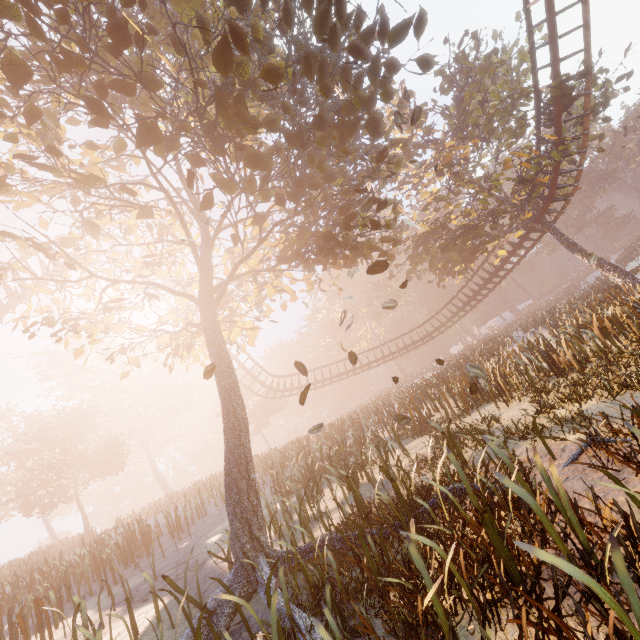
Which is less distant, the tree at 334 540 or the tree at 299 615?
the tree at 299 615

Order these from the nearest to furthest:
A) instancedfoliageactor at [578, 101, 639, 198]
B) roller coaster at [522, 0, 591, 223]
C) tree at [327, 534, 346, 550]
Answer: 1. tree at [327, 534, 346, 550]
2. roller coaster at [522, 0, 591, 223]
3. instancedfoliageactor at [578, 101, 639, 198]

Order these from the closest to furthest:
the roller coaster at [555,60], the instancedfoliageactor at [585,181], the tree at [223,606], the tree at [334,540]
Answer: the tree at [223,606]
the tree at [334,540]
the roller coaster at [555,60]
the instancedfoliageactor at [585,181]

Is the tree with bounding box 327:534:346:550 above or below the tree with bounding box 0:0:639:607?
below

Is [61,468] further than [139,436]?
No

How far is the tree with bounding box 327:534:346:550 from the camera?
4.9 meters

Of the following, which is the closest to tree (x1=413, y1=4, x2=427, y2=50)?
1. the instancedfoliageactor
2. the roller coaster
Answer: the roller coaster

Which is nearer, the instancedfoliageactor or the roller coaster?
the roller coaster
